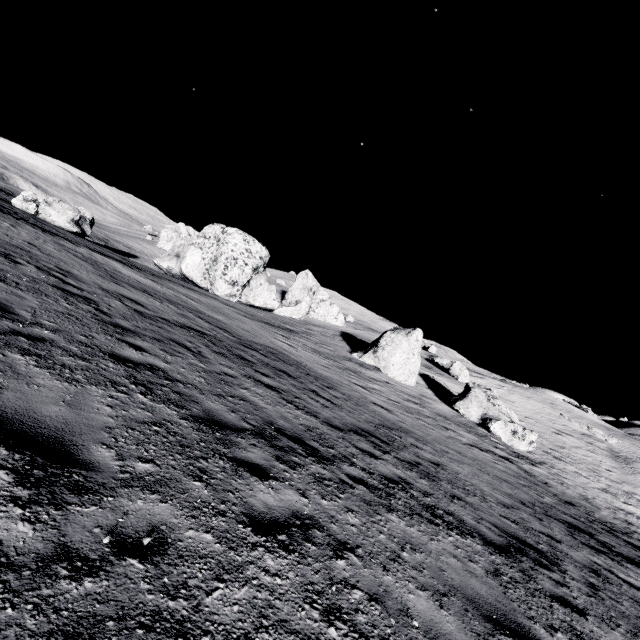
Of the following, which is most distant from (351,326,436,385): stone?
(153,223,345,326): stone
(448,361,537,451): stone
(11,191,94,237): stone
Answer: (11,191,94,237): stone

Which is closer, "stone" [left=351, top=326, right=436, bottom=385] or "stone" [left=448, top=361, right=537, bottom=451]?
"stone" [left=448, top=361, right=537, bottom=451]

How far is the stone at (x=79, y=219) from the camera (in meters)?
28.11

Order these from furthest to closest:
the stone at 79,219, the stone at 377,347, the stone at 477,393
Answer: the stone at 79,219
the stone at 377,347
the stone at 477,393

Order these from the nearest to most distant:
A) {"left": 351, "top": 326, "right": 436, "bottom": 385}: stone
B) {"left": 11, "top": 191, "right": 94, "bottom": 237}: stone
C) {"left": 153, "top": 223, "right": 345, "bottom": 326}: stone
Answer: {"left": 351, "top": 326, "right": 436, "bottom": 385}: stone → {"left": 11, "top": 191, "right": 94, "bottom": 237}: stone → {"left": 153, "top": 223, "right": 345, "bottom": 326}: stone

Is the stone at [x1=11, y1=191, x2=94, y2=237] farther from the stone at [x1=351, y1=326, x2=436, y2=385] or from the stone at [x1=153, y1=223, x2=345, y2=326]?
the stone at [x1=351, y1=326, x2=436, y2=385]

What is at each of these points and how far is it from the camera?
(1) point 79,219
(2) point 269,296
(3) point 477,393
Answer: (1) stone, 32.1 meters
(2) stone, 38.5 meters
(3) stone, 24.4 meters

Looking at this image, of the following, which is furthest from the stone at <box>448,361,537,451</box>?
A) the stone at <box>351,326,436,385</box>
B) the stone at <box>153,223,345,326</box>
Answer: the stone at <box>153,223,345,326</box>
